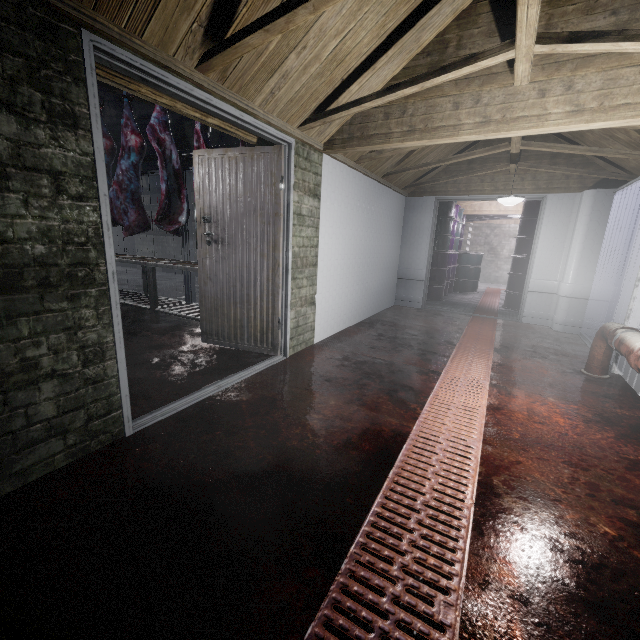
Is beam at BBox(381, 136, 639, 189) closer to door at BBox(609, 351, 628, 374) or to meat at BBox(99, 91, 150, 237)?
door at BBox(609, 351, 628, 374)

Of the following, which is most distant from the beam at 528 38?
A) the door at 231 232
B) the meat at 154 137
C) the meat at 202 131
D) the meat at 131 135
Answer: the meat at 131 135

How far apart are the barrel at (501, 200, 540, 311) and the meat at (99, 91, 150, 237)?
6.26m

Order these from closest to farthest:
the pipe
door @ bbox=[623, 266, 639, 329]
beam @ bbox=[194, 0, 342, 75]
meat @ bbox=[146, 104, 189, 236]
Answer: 1. beam @ bbox=[194, 0, 342, 75]
2. the pipe
3. door @ bbox=[623, 266, 639, 329]
4. meat @ bbox=[146, 104, 189, 236]

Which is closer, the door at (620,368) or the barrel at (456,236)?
the door at (620,368)

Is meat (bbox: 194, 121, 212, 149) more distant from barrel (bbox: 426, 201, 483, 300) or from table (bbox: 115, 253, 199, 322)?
barrel (bbox: 426, 201, 483, 300)

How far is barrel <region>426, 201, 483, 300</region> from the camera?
6.6 meters

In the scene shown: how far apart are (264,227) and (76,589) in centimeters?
258cm
